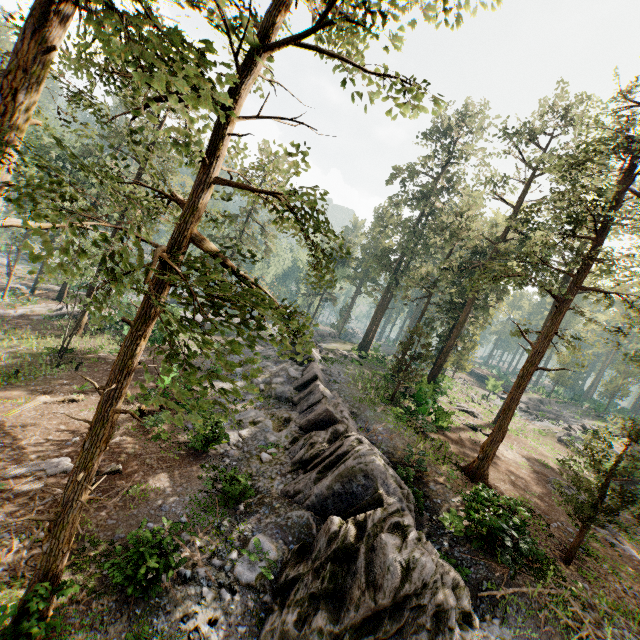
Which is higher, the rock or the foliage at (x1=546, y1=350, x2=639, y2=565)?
the foliage at (x1=546, y1=350, x2=639, y2=565)

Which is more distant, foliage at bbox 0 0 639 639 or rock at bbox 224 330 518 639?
rock at bbox 224 330 518 639

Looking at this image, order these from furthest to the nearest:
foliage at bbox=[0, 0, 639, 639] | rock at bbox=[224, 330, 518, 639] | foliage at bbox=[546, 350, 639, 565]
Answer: foliage at bbox=[546, 350, 639, 565] < rock at bbox=[224, 330, 518, 639] < foliage at bbox=[0, 0, 639, 639]

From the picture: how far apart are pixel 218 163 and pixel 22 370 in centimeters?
2189cm

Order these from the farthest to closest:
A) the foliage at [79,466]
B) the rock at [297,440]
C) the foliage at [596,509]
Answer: the foliage at [596,509] < the rock at [297,440] < the foliage at [79,466]

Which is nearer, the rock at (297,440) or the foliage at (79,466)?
the foliage at (79,466)
